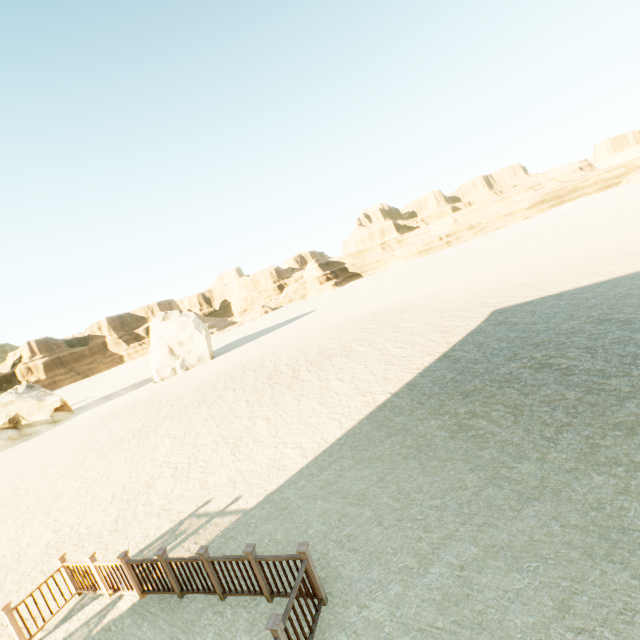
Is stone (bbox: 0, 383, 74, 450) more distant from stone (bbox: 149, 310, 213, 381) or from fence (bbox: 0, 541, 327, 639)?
fence (bbox: 0, 541, 327, 639)

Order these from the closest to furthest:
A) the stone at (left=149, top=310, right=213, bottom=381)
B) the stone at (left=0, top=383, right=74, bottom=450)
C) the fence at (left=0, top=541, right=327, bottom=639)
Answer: the fence at (left=0, top=541, right=327, bottom=639)
the stone at (left=0, top=383, right=74, bottom=450)
the stone at (left=149, top=310, right=213, bottom=381)

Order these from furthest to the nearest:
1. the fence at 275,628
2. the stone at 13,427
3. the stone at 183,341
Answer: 1. the stone at 183,341
2. the stone at 13,427
3. the fence at 275,628

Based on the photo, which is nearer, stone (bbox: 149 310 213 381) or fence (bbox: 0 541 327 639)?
fence (bbox: 0 541 327 639)

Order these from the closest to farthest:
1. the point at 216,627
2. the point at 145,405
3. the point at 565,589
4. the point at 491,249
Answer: the point at 565,589, the point at 216,627, the point at 145,405, the point at 491,249

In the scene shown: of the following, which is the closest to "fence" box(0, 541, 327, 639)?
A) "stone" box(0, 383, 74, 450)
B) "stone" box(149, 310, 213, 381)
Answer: "stone" box(149, 310, 213, 381)

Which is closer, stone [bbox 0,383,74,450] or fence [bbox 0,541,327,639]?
fence [bbox 0,541,327,639]

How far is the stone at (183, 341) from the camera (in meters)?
35.34
